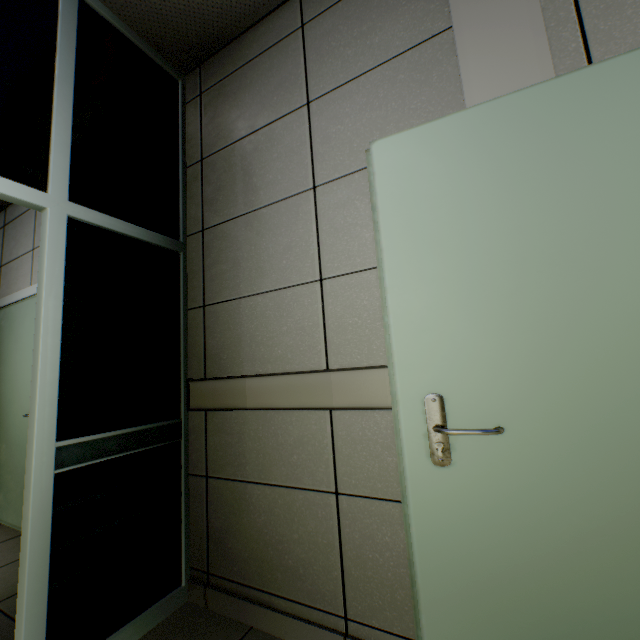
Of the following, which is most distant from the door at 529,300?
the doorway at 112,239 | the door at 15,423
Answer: the door at 15,423

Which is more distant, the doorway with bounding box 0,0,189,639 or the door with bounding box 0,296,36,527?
the door with bounding box 0,296,36,527

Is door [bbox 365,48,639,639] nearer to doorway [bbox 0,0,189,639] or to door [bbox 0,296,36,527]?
doorway [bbox 0,0,189,639]

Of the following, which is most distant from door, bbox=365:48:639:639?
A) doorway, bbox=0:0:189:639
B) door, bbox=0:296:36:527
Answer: door, bbox=0:296:36:527

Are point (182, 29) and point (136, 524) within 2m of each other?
no

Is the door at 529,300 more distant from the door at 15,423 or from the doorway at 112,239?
the door at 15,423
